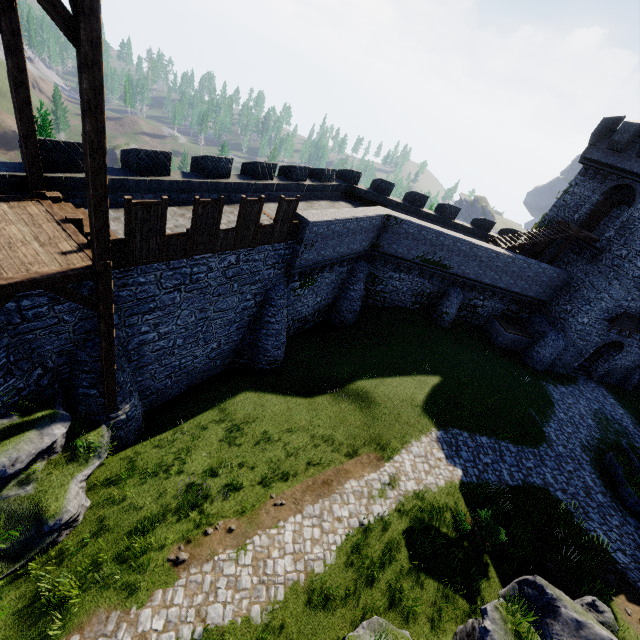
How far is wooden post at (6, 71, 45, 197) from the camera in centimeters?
789cm

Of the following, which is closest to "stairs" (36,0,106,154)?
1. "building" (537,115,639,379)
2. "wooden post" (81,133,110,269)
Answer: "wooden post" (81,133,110,269)

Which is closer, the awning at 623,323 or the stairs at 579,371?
the awning at 623,323

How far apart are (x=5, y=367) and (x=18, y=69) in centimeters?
739cm

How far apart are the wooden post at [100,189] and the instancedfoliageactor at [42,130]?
12.9m

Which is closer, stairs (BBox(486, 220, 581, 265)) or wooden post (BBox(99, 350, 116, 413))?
wooden post (BBox(99, 350, 116, 413))

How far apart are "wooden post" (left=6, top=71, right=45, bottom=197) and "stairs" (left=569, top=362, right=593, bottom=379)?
35.4m

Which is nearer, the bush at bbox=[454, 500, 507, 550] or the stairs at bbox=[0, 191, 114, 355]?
the stairs at bbox=[0, 191, 114, 355]
